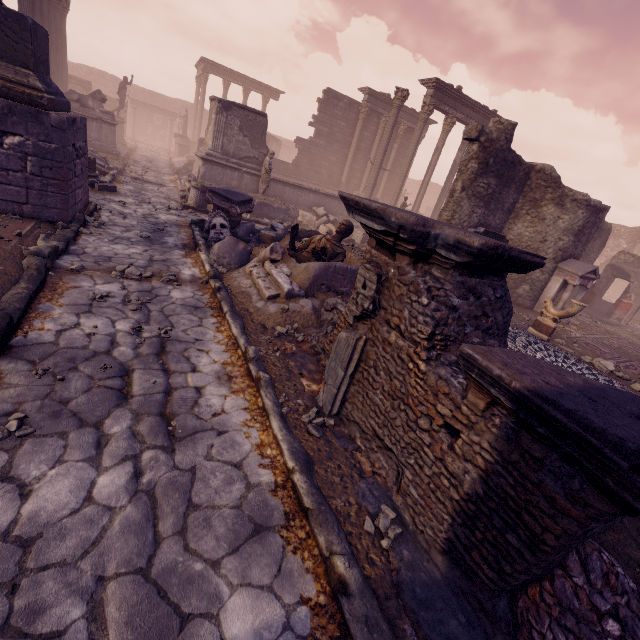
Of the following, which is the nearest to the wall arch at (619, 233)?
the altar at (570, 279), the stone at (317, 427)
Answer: the altar at (570, 279)

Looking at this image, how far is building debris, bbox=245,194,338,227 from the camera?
13.29m

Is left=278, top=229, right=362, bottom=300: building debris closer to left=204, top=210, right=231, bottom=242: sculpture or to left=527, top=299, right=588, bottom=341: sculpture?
left=204, top=210, right=231, bottom=242: sculpture

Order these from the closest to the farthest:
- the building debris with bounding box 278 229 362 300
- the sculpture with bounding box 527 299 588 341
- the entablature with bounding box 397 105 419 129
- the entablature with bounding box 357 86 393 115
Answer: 1. the building debris with bounding box 278 229 362 300
2. the sculpture with bounding box 527 299 588 341
3. the entablature with bounding box 357 86 393 115
4. the entablature with bounding box 397 105 419 129

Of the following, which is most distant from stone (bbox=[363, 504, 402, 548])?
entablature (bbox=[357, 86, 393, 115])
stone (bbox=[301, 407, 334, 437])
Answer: entablature (bbox=[357, 86, 393, 115])

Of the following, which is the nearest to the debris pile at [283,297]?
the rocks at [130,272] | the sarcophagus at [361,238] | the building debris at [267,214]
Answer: the rocks at [130,272]

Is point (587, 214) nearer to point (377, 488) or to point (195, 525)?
Result: point (377, 488)

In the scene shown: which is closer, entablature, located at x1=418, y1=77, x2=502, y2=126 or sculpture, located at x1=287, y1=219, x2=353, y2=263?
sculpture, located at x1=287, y1=219, x2=353, y2=263
